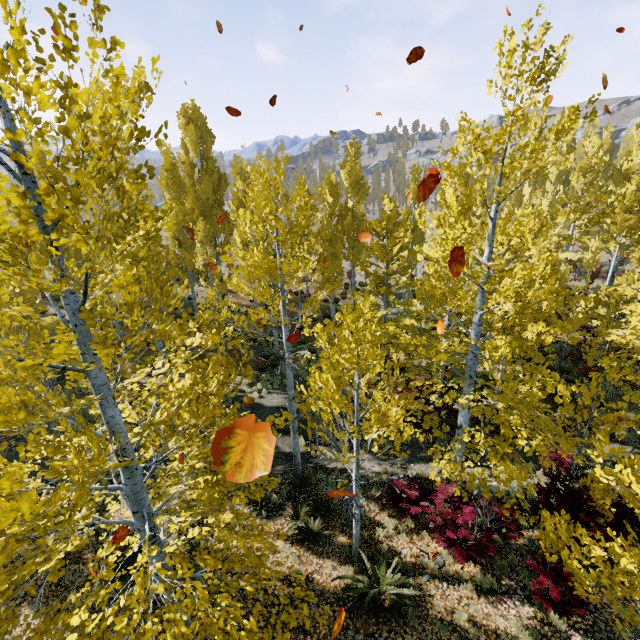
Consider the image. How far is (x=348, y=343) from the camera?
5.65m

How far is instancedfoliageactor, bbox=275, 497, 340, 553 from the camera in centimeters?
865cm

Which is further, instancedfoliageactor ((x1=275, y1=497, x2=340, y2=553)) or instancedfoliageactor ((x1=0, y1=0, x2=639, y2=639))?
instancedfoliageactor ((x1=275, y1=497, x2=340, y2=553))

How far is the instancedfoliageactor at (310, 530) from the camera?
8.6m

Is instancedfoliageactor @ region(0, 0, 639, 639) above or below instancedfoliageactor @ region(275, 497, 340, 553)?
above

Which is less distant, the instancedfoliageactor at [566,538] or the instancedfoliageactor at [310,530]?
the instancedfoliageactor at [566,538]
